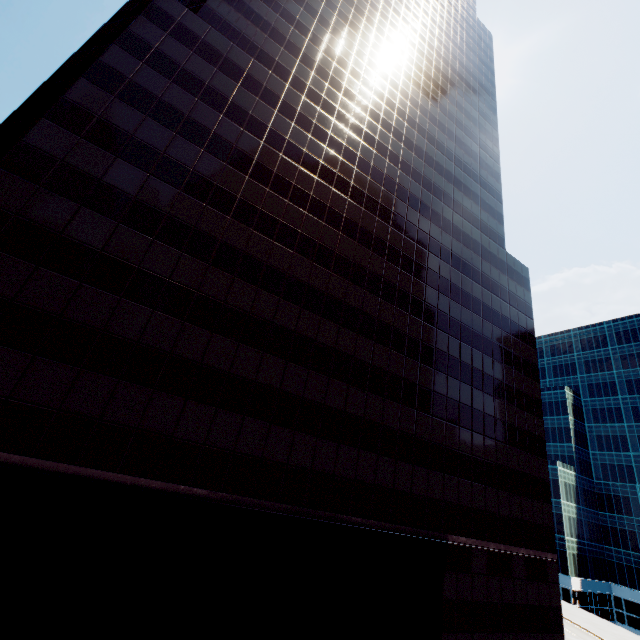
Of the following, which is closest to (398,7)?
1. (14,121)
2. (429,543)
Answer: (14,121)
